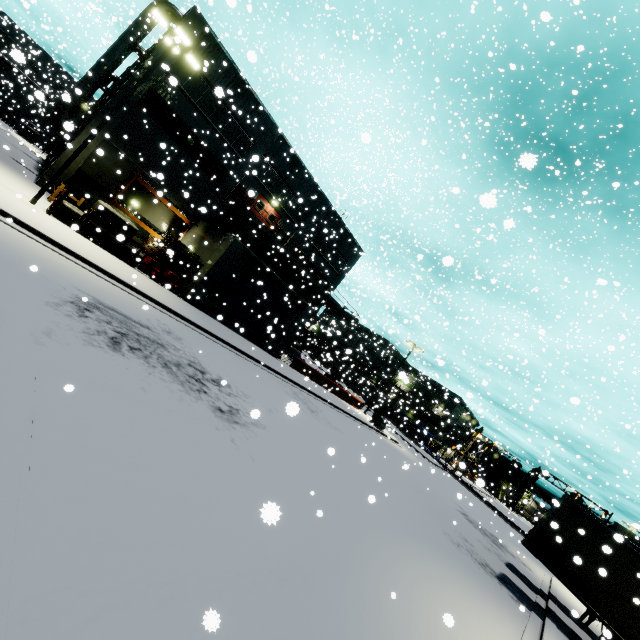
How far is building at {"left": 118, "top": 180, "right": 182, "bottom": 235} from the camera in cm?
2227

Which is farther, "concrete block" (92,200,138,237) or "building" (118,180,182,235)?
"building" (118,180,182,235)

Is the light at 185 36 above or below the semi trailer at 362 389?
above

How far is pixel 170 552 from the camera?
3.7m

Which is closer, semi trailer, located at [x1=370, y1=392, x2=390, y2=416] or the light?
the light

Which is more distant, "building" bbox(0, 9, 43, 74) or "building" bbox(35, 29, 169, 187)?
"building" bbox(35, 29, 169, 187)

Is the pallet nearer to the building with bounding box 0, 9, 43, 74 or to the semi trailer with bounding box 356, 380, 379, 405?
the building with bounding box 0, 9, 43, 74

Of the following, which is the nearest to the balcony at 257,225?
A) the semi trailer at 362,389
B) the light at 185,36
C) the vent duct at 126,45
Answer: the semi trailer at 362,389
